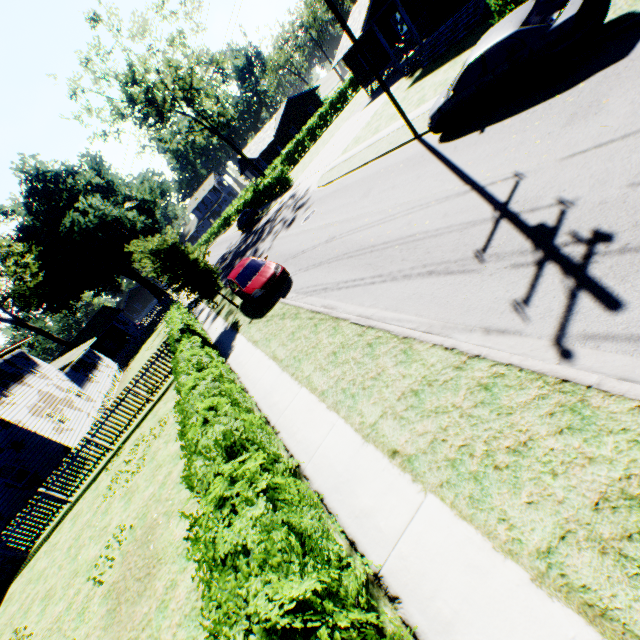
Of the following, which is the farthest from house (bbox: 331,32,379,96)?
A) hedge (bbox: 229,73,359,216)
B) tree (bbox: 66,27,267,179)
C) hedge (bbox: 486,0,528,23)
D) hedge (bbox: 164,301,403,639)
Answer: hedge (bbox: 164,301,403,639)

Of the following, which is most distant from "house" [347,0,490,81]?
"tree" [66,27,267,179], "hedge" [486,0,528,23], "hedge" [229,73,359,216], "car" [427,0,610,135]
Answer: "tree" [66,27,267,179]

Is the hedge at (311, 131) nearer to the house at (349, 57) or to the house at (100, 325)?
the house at (349, 57)

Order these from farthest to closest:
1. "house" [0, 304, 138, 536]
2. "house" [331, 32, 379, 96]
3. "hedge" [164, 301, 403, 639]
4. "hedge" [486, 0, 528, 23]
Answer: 1. "house" [331, 32, 379, 96]
2. "house" [0, 304, 138, 536]
3. "hedge" [486, 0, 528, 23]
4. "hedge" [164, 301, 403, 639]

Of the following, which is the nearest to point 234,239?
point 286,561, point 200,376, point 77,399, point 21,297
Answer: point 77,399

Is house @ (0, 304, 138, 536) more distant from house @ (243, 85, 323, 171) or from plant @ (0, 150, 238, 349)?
house @ (243, 85, 323, 171)

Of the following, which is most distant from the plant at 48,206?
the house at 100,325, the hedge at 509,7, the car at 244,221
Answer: the hedge at 509,7

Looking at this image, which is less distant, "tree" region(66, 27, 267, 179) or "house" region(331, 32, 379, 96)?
"tree" region(66, 27, 267, 179)
